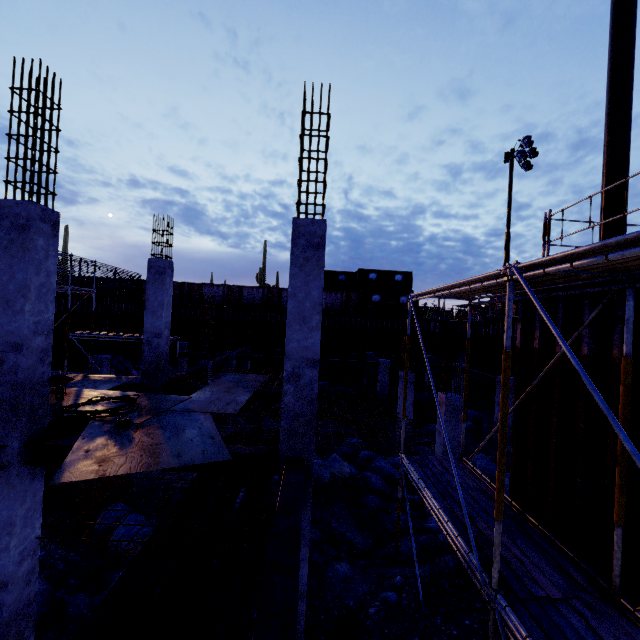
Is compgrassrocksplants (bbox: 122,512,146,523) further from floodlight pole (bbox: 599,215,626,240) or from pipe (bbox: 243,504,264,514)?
floodlight pole (bbox: 599,215,626,240)

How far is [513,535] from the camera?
4.99m

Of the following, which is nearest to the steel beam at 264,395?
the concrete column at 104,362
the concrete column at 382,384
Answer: the concrete column at 104,362

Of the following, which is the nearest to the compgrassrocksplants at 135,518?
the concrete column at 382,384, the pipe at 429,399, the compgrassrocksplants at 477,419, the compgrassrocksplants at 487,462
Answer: the compgrassrocksplants at 487,462

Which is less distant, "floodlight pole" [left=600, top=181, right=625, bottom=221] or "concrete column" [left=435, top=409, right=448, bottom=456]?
"floodlight pole" [left=600, top=181, right=625, bottom=221]

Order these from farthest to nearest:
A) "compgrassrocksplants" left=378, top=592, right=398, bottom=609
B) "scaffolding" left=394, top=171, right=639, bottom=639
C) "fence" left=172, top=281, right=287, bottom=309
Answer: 1. "fence" left=172, top=281, right=287, bottom=309
2. "compgrassrocksplants" left=378, top=592, right=398, bottom=609
3. "scaffolding" left=394, top=171, right=639, bottom=639

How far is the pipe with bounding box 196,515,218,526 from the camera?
7.72m

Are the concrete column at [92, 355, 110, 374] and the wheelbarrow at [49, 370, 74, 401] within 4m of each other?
no
